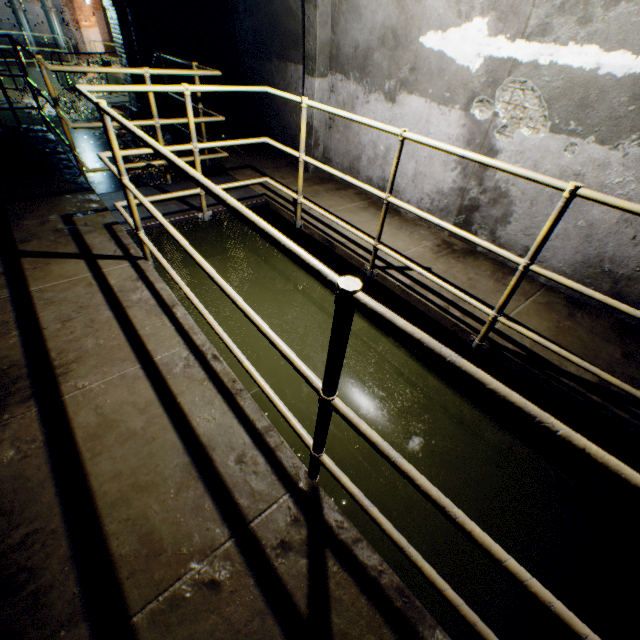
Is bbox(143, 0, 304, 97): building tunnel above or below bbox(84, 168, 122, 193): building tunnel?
Result: above

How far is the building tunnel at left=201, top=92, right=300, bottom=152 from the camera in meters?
5.4 m

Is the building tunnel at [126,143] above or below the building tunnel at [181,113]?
below

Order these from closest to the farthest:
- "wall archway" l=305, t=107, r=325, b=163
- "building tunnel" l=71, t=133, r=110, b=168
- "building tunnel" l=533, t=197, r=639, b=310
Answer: "building tunnel" l=533, t=197, r=639, b=310
"wall archway" l=305, t=107, r=325, b=163
"building tunnel" l=71, t=133, r=110, b=168

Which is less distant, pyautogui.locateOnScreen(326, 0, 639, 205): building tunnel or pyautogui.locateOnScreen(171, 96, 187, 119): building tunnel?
pyautogui.locateOnScreen(326, 0, 639, 205): building tunnel

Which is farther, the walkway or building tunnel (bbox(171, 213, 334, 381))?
building tunnel (bbox(171, 213, 334, 381))

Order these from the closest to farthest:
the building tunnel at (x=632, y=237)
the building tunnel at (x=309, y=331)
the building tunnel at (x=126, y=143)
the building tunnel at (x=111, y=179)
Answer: the building tunnel at (x=632, y=237)
the building tunnel at (x=309, y=331)
the building tunnel at (x=111, y=179)
the building tunnel at (x=126, y=143)

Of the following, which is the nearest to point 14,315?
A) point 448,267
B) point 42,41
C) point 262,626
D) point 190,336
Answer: point 190,336
